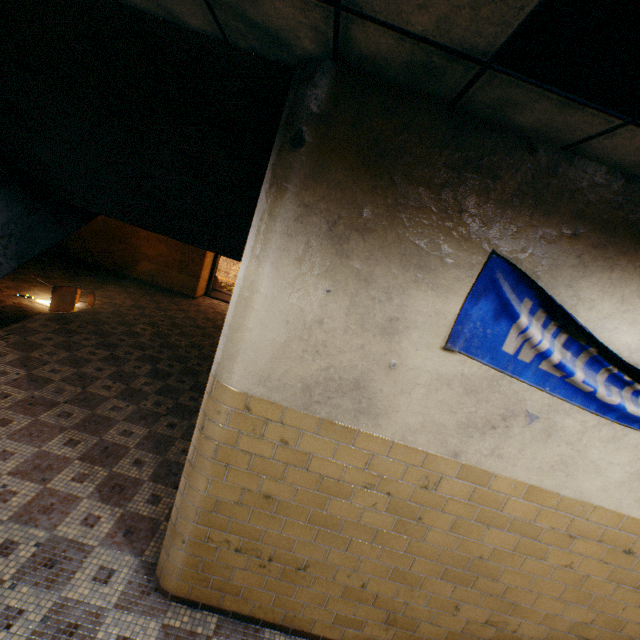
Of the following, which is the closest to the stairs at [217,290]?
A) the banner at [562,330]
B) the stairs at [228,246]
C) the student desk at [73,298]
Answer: the stairs at [228,246]

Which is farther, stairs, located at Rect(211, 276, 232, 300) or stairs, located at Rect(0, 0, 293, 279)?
stairs, located at Rect(211, 276, 232, 300)

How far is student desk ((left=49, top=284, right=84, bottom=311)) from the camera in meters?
6.4 m

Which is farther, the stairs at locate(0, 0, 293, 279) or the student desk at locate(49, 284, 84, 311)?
the student desk at locate(49, 284, 84, 311)

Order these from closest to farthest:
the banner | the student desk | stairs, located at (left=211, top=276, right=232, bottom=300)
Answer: the banner, the student desk, stairs, located at (left=211, top=276, right=232, bottom=300)

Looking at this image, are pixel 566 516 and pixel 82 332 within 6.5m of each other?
no

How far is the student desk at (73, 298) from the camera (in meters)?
6.43

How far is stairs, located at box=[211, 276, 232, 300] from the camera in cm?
1197
